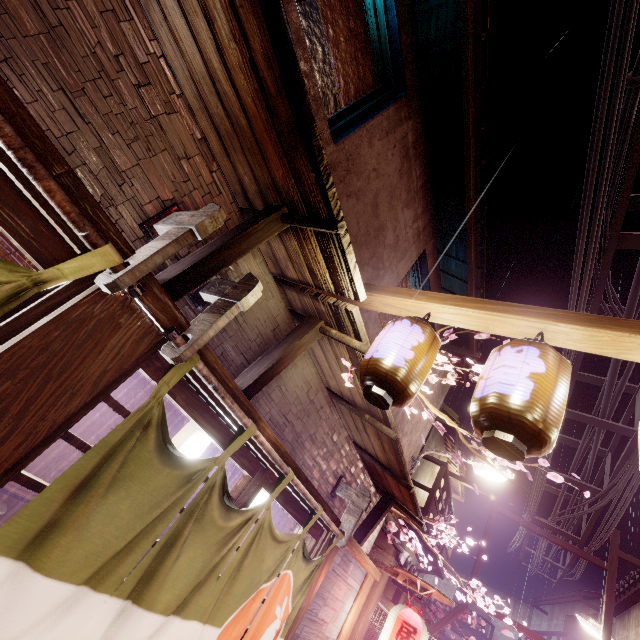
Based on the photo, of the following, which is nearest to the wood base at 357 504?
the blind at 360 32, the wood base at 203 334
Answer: the wood base at 203 334

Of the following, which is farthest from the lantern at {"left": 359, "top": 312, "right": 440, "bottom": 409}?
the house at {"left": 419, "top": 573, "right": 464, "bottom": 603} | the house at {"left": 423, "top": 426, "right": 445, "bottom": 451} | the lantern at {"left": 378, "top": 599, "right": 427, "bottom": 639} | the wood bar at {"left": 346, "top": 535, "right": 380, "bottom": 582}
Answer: the house at {"left": 419, "top": 573, "right": 464, "bottom": 603}

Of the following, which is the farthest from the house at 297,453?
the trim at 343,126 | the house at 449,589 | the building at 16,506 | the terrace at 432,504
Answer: the house at 449,589

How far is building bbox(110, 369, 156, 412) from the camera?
10.4m

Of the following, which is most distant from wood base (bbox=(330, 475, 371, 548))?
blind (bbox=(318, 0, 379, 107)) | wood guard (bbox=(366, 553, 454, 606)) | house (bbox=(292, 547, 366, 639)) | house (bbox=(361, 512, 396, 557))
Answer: blind (bbox=(318, 0, 379, 107))

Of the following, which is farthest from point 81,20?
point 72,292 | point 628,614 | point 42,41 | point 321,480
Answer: point 628,614

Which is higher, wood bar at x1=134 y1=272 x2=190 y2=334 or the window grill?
wood bar at x1=134 y1=272 x2=190 y2=334

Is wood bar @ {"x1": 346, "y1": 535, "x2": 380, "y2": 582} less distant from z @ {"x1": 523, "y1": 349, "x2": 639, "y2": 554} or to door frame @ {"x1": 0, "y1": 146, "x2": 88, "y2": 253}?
door frame @ {"x1": 0, "y1": 146, "x2": 88, "y2": 253}
